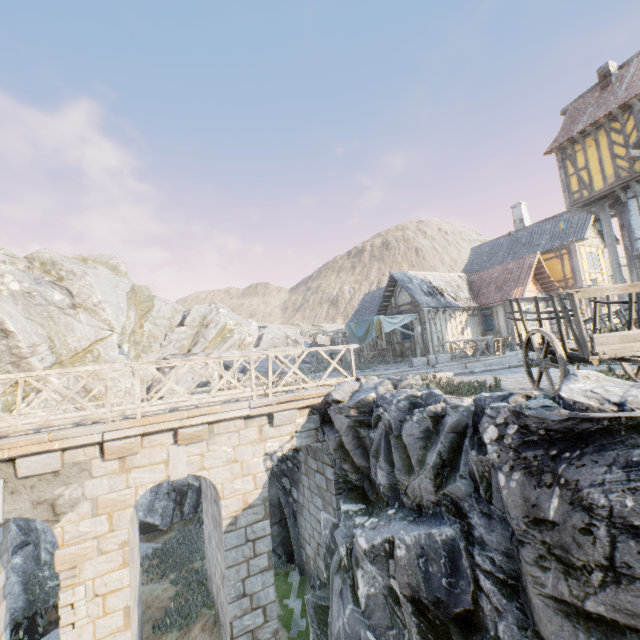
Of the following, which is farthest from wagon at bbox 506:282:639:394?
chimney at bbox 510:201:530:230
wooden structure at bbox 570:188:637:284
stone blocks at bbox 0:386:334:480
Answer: chimney at bbox 510:201:530:230

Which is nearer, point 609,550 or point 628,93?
point 609,550

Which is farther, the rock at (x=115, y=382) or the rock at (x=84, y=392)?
the rock at (x=115, y=382)

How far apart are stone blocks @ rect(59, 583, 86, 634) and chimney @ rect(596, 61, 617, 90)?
25.48m

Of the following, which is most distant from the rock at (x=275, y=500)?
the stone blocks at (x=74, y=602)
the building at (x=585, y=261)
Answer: the building at (x=585, y=261)

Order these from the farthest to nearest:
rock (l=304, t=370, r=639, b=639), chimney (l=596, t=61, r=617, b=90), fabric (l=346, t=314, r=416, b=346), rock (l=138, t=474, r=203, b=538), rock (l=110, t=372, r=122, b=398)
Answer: rock (l=110, t=372, r=122, b=398) → fabric (l=346, t=314, r=416, b=346) → rock (l=138, t=474, r=203, b=538) → chimney (l=596, t=61, r=617, b=90) → rock (l=304, t=370, r=639, b=639)

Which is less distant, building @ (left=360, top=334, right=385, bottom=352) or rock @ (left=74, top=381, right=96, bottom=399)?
rock @ (left=74, top=381, right=96, bottom=399)

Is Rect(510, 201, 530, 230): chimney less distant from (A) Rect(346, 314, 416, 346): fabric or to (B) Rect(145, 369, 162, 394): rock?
(A) Rect(346, 314, 416, 346): fabric
